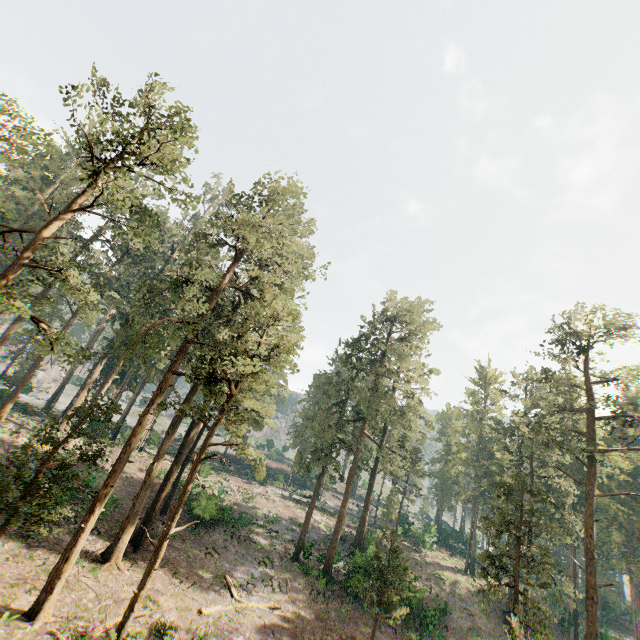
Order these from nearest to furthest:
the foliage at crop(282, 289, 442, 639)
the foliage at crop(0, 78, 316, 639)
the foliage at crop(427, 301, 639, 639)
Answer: the foliage at crop(0, 78, 316, 639), the foliage at crop(427, 301, 639, 639), the foliage at crop(282, 289, 442, 639)

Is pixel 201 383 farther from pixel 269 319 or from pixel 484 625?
pixel 484 625

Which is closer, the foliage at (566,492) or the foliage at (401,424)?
the foliage at (566,492)

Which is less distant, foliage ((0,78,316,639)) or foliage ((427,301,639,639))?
foliage ((0,78,316,639))
